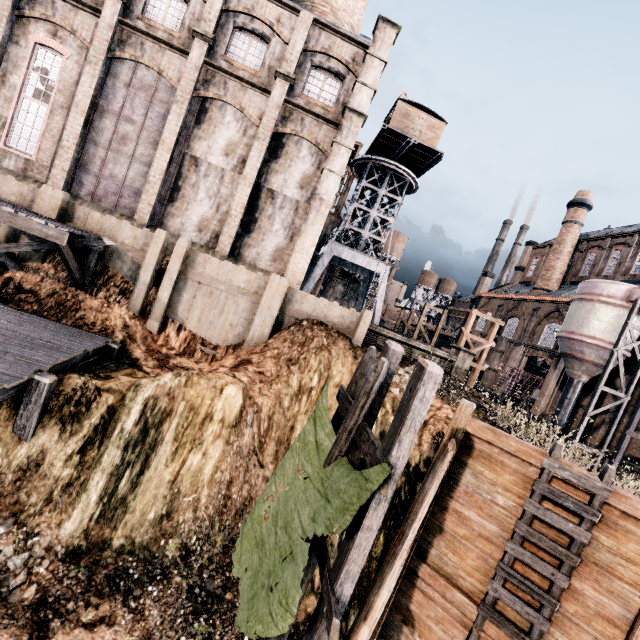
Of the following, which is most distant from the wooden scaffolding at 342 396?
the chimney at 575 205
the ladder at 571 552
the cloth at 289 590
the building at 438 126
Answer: A: the chimney at 575 205

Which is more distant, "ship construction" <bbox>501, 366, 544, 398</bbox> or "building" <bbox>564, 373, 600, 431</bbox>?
"ship construction" <bbox>501, 366, 544, 398</bbox>

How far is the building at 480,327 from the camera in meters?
44.4

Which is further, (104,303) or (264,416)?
(104,303)

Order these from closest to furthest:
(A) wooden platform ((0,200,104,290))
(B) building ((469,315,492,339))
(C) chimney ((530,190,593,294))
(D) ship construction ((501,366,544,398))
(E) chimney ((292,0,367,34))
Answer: (A) wooden platform ((0,200,104,290)) < (E) chimney ((292,0,367,34)) < (D) ship construction ((501,366,544,398)) < (C) chimney ((530,190,593,294)) < (B) building ((469,315,492,339))

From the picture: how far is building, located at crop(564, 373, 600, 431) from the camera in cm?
2870

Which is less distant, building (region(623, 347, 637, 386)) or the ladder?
the ladder

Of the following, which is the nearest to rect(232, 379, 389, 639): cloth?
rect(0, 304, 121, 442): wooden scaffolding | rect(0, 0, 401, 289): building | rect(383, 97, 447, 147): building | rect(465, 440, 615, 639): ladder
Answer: rect(465, 440, 615, 639): ladder
